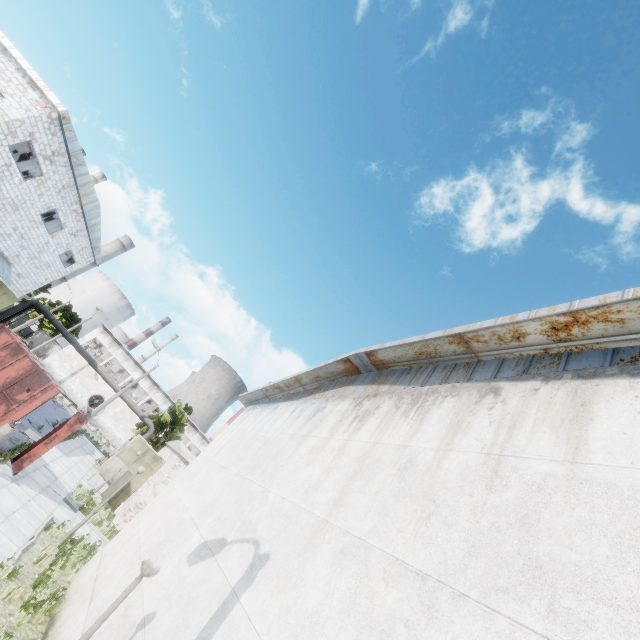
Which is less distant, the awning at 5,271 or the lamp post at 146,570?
the lamp post at 146,570

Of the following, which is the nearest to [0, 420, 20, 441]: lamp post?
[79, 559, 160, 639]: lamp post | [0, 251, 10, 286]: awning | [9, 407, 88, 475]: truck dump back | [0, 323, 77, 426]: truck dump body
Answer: [0, 323, 77, 426]: truck dump body

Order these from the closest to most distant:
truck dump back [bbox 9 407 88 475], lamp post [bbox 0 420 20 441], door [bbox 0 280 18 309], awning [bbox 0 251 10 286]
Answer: lamp post [bbox 0 420 20 441] → truck dump back [bbox 9 407 88 475] → awning [bbox 0 251 10 286] → door [bbox 0 280 18 309]

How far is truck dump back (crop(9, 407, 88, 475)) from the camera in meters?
13.5 m

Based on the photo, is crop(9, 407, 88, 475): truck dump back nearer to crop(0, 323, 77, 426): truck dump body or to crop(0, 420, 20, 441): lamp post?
crop(0, 323, 77, 426): truck dump body

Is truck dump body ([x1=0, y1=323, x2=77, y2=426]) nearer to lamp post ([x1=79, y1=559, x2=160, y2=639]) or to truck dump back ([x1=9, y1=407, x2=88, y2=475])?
truck dump back ([x1=9, y1=407, x2=88, y2=475])

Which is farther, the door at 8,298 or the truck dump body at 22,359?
the door at 8,298

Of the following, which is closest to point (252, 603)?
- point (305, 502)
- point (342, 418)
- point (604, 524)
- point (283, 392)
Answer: point (305, 502)
